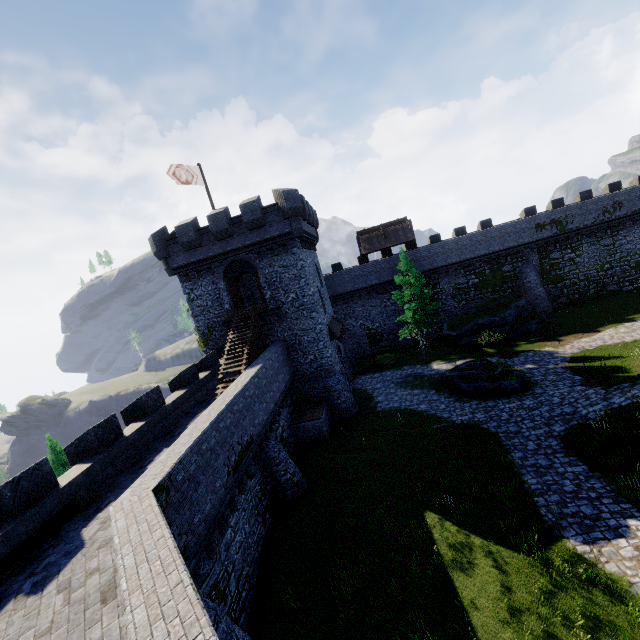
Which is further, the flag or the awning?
the awning

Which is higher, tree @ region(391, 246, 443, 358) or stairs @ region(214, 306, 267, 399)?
stairs @ region(214, 306, 267, 399)

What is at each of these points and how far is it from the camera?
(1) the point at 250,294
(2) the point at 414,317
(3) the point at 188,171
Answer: (1) building, 32.62m
(2) tree, 29.62m
(3) flag, 22.62m

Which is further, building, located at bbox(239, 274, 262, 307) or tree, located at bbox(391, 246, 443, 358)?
building, located at bbox(239, 274, 262, 307)

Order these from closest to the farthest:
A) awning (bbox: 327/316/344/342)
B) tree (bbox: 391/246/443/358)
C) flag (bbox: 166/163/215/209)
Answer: flag (bbox: 166/163/215/209) → awning (bbox: 327/316/344/342) → tree (bbox: 391/246/443/358)

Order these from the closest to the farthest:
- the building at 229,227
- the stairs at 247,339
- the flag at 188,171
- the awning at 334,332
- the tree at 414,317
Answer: the stairs at 247,339
the flag at 188,171
the building at 229,227
the awning at 334,332
the tree at 414,317

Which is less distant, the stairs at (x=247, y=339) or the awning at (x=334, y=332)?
the stairs at (x=247, y=339)

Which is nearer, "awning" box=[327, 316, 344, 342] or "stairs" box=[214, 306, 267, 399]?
"stairs" box=[214, 306, 267, 399]
